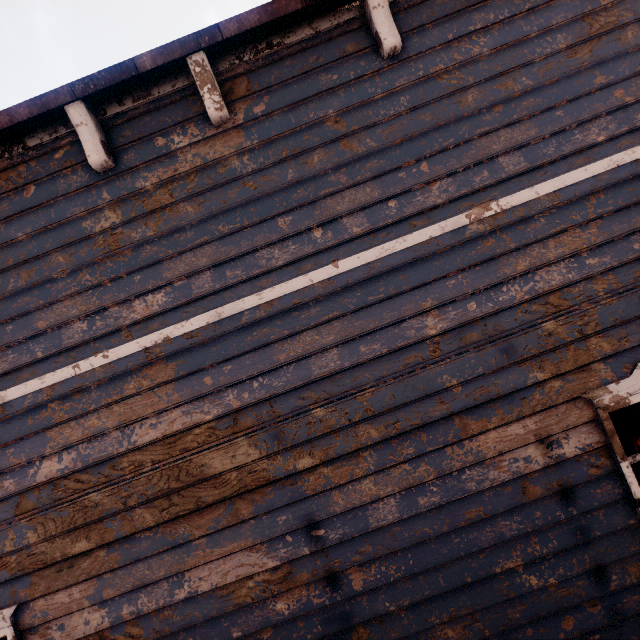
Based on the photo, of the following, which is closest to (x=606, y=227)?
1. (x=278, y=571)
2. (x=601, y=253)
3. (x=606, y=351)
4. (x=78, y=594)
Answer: (x=601, y=253)
